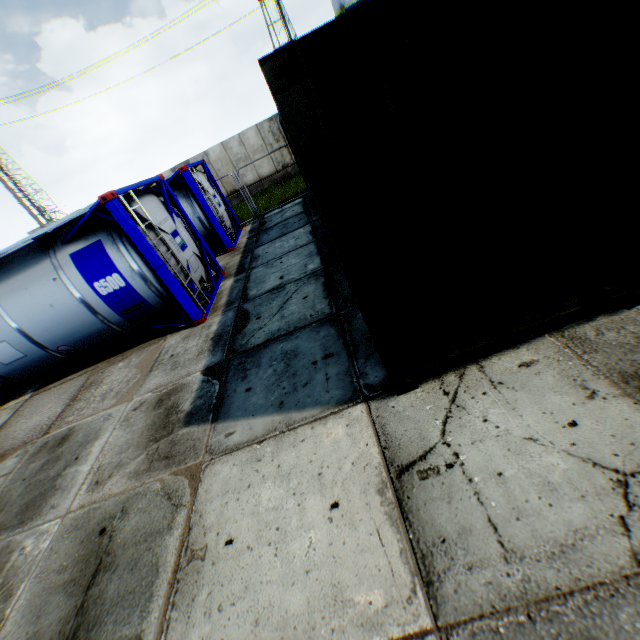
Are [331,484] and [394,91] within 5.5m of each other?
yes

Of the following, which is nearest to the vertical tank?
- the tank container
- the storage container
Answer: the storage container

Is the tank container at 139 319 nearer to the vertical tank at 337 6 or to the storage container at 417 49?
the storage container at 417 49

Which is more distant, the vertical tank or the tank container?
the vertical tank

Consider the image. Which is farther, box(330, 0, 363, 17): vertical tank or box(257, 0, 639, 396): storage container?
box(330, 0, 363, 17): vertical tank

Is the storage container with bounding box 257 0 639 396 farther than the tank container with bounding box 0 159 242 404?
No

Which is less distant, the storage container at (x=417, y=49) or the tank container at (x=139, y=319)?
the storage container at (x=417, y=49)
